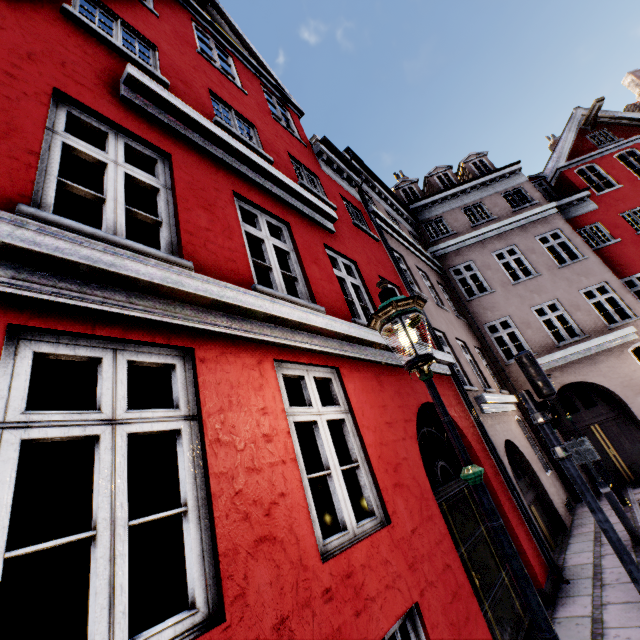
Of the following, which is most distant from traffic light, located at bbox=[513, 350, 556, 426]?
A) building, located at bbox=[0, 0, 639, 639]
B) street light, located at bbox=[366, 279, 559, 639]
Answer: street light, located at bbox=[366, 279, 559, 639]

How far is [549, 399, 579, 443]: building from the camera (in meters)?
11.08

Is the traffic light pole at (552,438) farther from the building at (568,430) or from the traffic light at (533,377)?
the building at (568,430)

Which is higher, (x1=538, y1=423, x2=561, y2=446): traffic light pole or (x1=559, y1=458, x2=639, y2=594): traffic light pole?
(x1=538, y1=423, x2=561, y2=446): traffic light pole

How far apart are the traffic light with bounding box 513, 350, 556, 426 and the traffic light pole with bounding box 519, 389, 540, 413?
0.0m

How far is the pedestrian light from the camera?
4.5 meters

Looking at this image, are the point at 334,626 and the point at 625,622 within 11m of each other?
yes

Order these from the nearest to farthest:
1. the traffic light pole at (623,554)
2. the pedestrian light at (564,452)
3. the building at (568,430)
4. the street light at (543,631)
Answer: the street light at (543,631), the traffic light pole at (623,554), the pedestrian light at (564,452), the building at (568,430)
